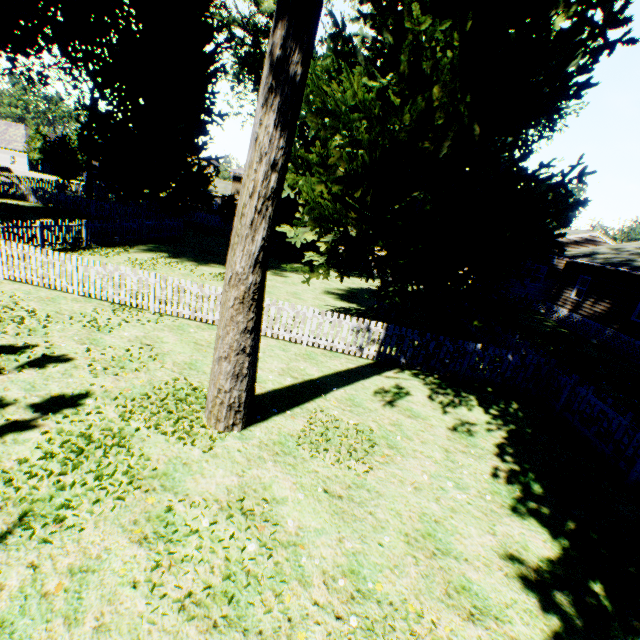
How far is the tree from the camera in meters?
48.8 m

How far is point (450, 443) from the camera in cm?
691

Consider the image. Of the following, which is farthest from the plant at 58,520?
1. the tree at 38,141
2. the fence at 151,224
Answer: the tree at 38,141

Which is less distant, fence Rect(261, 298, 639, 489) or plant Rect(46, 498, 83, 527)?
plant Rect(46, 498, 83, 527)

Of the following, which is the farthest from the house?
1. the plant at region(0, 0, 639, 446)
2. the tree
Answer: the tree

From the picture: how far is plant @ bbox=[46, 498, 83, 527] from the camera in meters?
3.8 m

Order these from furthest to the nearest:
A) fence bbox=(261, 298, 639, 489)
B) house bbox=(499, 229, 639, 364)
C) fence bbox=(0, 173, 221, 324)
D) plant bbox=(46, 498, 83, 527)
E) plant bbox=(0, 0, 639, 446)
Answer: house bbox=(499, 229, 639, 364) → fence bbox=(0, 173, 221, 324) → fence bbox=(261, 298, 639, 489) → plant bbox=(0, 0, 639, 446) → plant bbox=(46, 498, 83, 527)

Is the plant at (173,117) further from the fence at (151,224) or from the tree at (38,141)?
the tree at (38,141)
